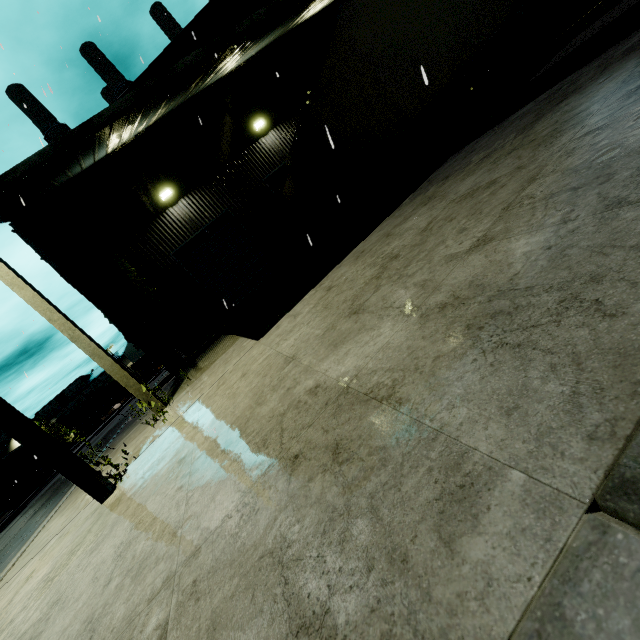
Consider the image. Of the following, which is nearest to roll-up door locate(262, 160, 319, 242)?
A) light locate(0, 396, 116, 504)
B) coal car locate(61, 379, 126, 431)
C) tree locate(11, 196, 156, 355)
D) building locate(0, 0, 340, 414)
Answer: building locate(0, 0, 340, 414)

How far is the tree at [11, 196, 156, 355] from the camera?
11.30m

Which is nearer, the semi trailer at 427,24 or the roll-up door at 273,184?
the semi trailer at 427,24

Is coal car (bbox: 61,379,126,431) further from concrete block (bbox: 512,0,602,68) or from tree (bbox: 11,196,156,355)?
concrete block (bbox: 512,0,602,68)

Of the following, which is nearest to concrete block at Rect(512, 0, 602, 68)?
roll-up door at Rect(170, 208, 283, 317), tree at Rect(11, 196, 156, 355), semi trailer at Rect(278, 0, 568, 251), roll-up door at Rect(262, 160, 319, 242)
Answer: semi trailer at Rect(278, 0, 568, 251)

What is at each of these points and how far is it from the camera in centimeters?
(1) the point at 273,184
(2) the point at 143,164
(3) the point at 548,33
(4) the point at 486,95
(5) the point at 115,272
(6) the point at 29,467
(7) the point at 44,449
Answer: (1) roll-up door, 1426cm
(2) building, 1241cm
(3) concrete block, 1625cm
(4) building, 1783cm
(5) tree, 1197cm
(6) semi trailer, 2738cm
(7) light, 381cm

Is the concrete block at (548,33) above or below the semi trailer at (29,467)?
below

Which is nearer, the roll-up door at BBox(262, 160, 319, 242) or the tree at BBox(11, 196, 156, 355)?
the tree at BBox(11, 196, 156, 355)
